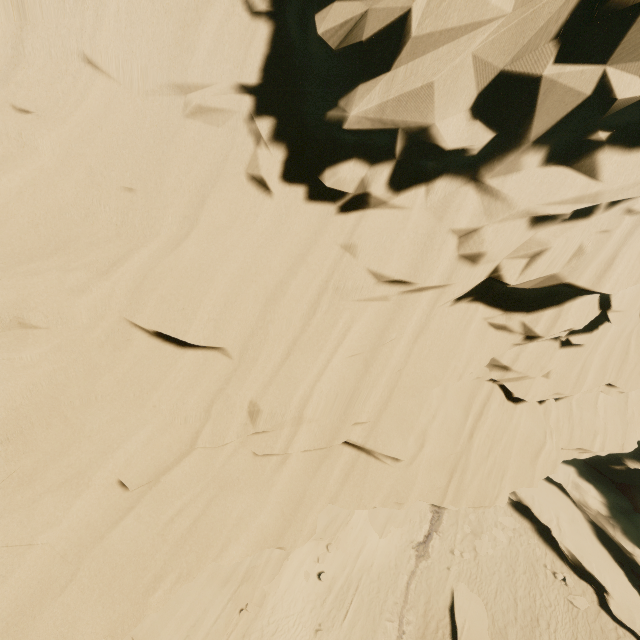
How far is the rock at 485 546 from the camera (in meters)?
21.16

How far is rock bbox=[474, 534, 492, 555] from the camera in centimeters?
2116cm

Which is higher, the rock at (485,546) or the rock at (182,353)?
the rock at (182,353)

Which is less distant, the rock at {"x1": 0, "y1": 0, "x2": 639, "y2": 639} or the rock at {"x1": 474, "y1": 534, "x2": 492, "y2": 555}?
the rock at {"x1": 0, "y1": 0, "x2": 639, "y2": 639}

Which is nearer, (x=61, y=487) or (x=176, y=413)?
(x=61, y=487)

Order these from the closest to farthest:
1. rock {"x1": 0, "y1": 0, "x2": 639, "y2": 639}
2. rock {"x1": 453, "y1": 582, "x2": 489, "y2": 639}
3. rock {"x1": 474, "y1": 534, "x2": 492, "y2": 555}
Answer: rock {"x1": 0, "y1": 0, "x2": 639, "y2": 639}
rock {"x1": 453, "y1": 582, "x2": 489, "y2": 639}
rock {"x1": 474, "y1": 534, "x2": 492, "y2": 555}

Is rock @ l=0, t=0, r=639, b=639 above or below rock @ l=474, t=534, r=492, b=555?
above
